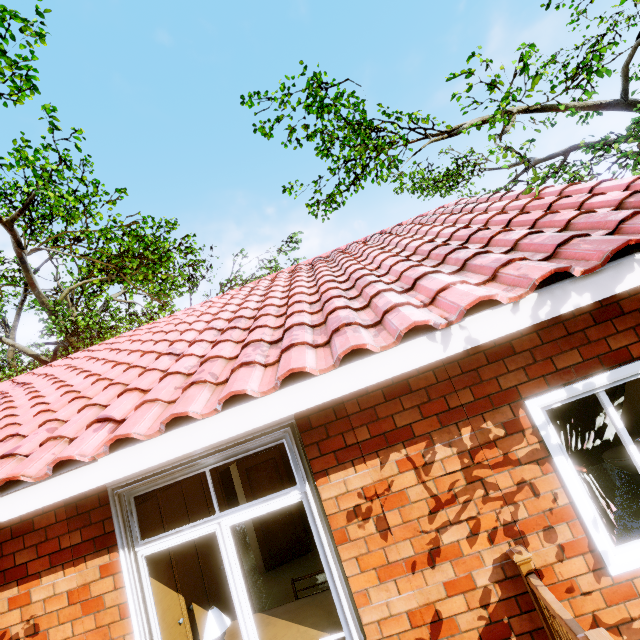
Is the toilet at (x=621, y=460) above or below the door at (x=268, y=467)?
below

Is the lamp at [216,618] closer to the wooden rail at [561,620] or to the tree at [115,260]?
the wooden rail at [561,620]

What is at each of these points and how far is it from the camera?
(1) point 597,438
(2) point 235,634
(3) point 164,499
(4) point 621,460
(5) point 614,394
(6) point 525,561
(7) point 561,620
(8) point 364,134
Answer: (1) curtain, 2.8 meters
(2) desk, 3.3 meters
(3) wardrobe, 3.9 meters
(4) toilet, 4.5 meters
(5) curtain, 2.8 meters
(6) wooden rail post, 2.5 meters
(7) wooden rail, 2.0 meters
(8) tree, 8.4 meters

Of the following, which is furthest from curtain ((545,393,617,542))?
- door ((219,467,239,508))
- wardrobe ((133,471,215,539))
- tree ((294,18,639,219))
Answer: door ((219,467,239,508))

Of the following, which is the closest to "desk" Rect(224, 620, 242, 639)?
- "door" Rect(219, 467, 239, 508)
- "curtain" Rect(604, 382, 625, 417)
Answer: "curtain" Rect(604, 382, 625, 417)

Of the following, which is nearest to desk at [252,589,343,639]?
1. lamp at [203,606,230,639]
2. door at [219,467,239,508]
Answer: lamp at [203,606,230,639]

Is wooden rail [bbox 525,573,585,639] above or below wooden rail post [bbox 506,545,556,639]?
below

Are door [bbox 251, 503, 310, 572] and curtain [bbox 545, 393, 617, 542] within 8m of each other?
yes
